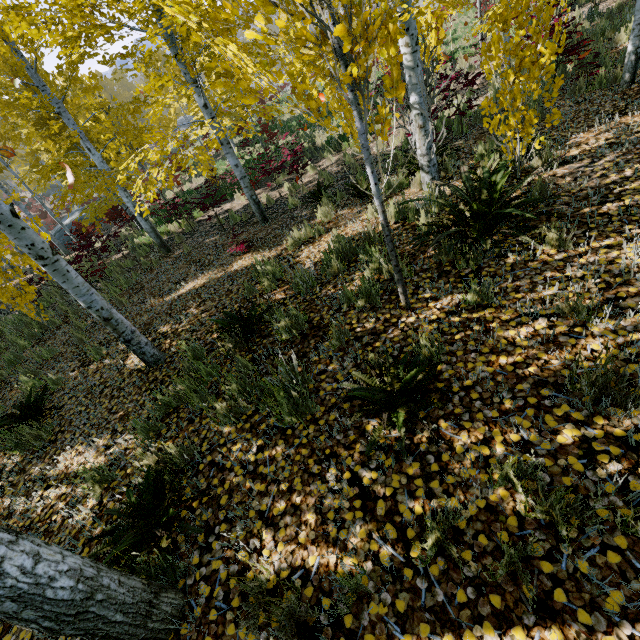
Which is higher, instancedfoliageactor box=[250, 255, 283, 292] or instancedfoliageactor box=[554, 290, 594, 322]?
instancedfoliageactor box=[554, 290, 594, 322]

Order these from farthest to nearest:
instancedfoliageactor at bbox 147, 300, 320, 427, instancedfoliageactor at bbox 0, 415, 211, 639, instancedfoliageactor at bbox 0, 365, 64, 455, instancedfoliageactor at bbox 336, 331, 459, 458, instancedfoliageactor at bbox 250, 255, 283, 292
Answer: instancedfoliageactor at bbox 250, 255, 283, 292, instancedfoliageactor at bbox 0, 365, 64, 455, instancedfoliageactor at bbox 147, 300, 320, 427, instancedfoliageactor at bbox 336, 331, 459, 458, instancedfoliageactor at bbox 0, 415, 211, 639

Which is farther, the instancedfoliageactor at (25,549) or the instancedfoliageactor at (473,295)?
the instancedfoliageactor at (473,295)

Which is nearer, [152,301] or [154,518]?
[154,518]

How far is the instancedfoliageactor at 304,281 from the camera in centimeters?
434cm

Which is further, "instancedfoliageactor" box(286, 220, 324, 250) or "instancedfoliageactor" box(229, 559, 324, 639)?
"instancedfoliageactor" box(286, 220, 324, 250)

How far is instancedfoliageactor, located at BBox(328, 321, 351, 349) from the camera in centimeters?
320cm
